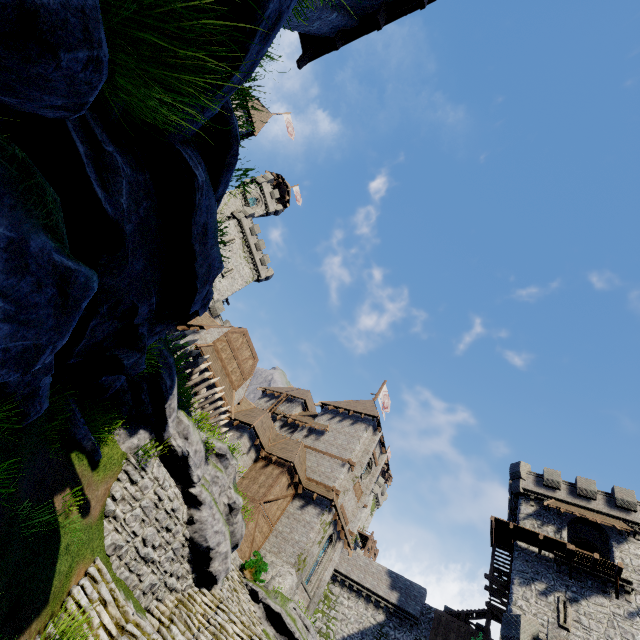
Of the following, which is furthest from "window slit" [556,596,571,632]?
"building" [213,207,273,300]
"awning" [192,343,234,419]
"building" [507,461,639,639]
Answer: "building" [213,207,273,300]

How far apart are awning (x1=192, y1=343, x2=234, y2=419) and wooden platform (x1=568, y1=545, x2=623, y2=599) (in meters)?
28.06

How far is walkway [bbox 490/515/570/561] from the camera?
25.0 meters

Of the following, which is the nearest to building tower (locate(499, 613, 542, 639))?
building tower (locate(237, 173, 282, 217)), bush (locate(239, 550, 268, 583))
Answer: bush (locate(239, 550, 268, 583))

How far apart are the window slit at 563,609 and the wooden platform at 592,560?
2.81m

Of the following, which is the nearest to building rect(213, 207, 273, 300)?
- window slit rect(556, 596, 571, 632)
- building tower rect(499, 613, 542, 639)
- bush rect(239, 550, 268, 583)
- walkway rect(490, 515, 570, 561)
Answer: bush rect(239, 550, 268, 583)

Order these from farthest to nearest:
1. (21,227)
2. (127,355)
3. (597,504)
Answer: (597,504) < (127,355) < (21,227)

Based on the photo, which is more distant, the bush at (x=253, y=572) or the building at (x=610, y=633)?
the building at (x=610, y=633)
